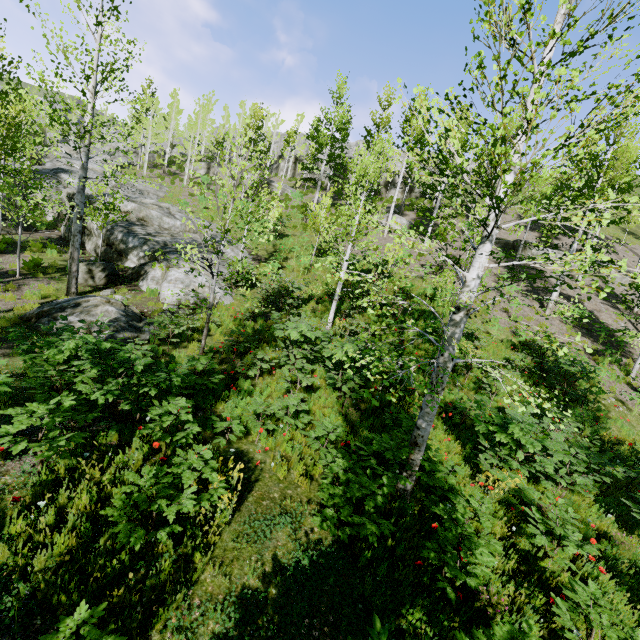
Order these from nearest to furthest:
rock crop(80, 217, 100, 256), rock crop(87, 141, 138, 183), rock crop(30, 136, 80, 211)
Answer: rock crop(80, 217, 100, 256) < rock crop(30, 136, 80, 211) < rock crop(87, 141, 138, 183)

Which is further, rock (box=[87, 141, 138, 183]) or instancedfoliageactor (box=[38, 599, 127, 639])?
rock (box=[87, 141, 138, 183])

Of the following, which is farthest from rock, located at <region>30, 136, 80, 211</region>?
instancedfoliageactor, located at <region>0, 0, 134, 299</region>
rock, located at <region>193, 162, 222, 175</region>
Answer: rock, located at <region>193, 162, 222, 175</region>

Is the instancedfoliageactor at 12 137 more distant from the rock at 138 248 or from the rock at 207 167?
the rock at 207 167

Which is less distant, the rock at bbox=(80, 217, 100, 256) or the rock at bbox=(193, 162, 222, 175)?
the rock at bbox=(80, 217, 100, 256)

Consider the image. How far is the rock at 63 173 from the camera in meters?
18.9 m

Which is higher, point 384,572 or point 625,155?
point 625,155

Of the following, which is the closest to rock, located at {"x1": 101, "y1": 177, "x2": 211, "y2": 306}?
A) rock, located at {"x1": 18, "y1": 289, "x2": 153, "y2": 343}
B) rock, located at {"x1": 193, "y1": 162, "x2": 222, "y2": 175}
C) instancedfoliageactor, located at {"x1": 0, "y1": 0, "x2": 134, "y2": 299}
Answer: instancedfoliageactor, located at {"x1": 0, "y1": 0, "x2": 134, "y2": 299}
